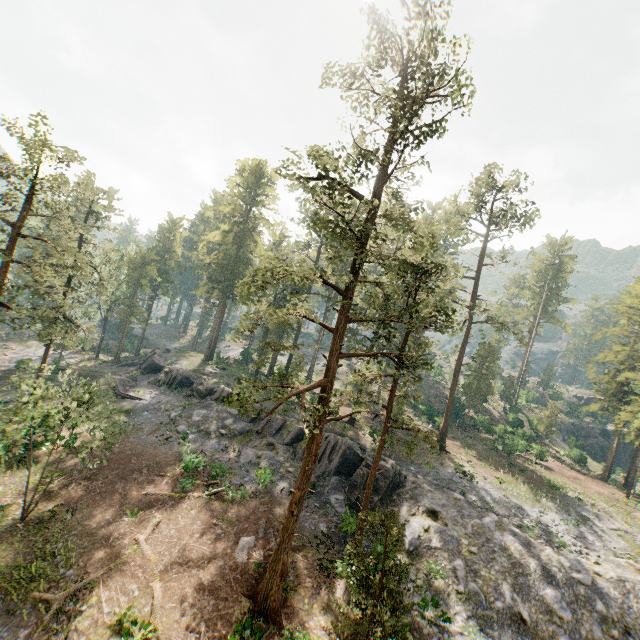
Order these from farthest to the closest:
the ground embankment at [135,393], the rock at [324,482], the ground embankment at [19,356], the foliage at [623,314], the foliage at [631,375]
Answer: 1. the foliage at [623,314]
2. the ground embankment at [19,356]
3. the foliage at [631,375]
4. the ground embankment at [135,393]
5. the rock at [324,482]

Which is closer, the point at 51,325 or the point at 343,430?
the point at 51,325

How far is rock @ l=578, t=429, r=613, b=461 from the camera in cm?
5816

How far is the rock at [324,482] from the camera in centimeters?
2647cm

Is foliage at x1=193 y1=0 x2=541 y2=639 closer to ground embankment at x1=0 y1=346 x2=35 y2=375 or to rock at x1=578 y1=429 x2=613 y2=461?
ground embankment at x1=0 y1=346 x2=35 y2=375

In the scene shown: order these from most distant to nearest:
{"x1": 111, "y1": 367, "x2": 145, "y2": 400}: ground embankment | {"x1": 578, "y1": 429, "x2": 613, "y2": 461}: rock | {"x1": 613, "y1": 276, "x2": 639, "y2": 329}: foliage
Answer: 1. {"x1": 578, "y1": 429, "x2": 613, "y2": 461}: rock
2. {"x1": 613, "y1": 276, "x2": 639, "y2": 329}: foliage
3. {"x1": 111, "y1": 367, "x2": 145, "y2": 400}: ground embankment

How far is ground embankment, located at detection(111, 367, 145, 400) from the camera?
36.0m

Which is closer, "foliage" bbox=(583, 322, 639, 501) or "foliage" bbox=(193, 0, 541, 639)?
"foliage" bbox=(193, 0, 541, 639)
